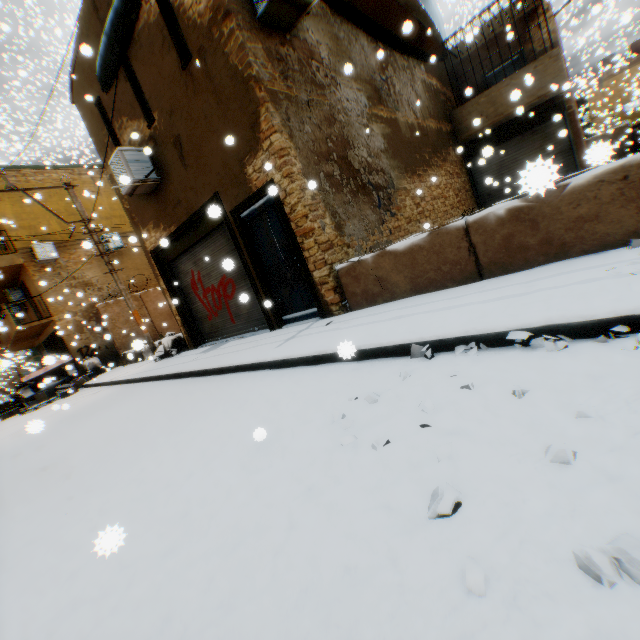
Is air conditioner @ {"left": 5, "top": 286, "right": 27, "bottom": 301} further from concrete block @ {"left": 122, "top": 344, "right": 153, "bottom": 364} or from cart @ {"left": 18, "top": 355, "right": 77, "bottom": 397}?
concrete block @ {"left": 122, "top": 344, "right": 153, "bottom": 364}

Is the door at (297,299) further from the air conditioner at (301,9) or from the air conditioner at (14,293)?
the air conditioner at (14,293)

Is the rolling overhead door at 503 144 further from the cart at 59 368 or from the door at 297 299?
the cart at 59 368

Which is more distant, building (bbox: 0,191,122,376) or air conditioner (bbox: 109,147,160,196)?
building (bbox: 0,191,122,376)

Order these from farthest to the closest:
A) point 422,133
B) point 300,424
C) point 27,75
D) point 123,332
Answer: point 422,133 < point 123,332 < point 27,75 < point 300,424

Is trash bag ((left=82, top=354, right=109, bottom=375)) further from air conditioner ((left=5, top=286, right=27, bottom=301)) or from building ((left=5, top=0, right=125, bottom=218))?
air conditioner ((left=5, top=286, right=27, bottom=301))

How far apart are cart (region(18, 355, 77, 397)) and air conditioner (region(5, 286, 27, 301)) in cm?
494

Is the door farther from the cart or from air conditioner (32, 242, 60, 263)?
the cart
